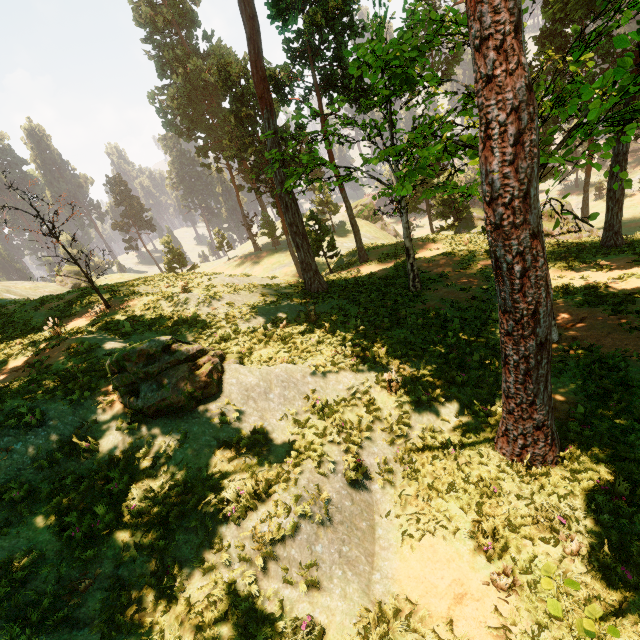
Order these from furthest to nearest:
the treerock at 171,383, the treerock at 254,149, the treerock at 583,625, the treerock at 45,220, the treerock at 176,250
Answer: the treerock at 176,250 < the treerock at 45,220 < the treerock at 171,383 < the treerock at 254,149 < the treerock at 583,625

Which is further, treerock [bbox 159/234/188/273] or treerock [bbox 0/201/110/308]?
treerock [bbox 159/234/188/273]

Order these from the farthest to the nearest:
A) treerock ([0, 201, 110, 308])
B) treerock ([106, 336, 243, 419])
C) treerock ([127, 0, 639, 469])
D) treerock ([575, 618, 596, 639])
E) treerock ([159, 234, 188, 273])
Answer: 1. treerock ([159, 234, 188, 273])
2. treerock ([0, 201, 110, 308])
3. treerock ([106, 336, 243, 419])
4. treerock ([127, 0, 639, 469])
5. treerock ([575, 618, 596, 639])

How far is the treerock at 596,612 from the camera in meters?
2.0

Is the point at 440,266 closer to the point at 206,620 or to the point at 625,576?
the point at 625,576

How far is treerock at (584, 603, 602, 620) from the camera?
2.0 meters
